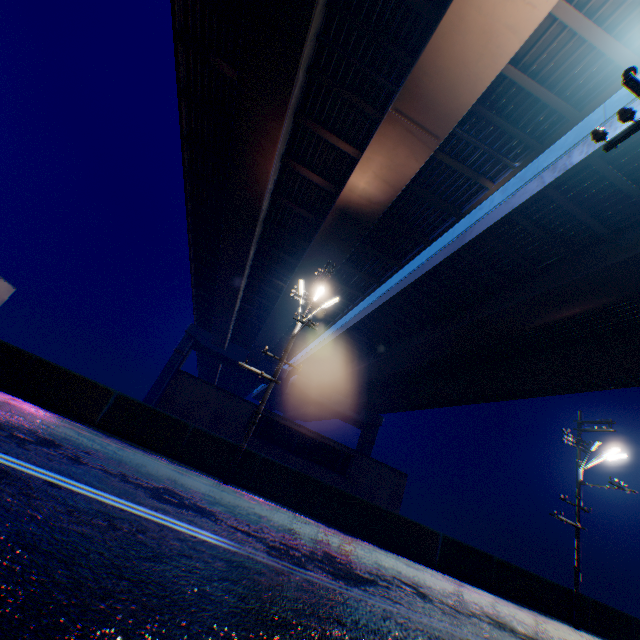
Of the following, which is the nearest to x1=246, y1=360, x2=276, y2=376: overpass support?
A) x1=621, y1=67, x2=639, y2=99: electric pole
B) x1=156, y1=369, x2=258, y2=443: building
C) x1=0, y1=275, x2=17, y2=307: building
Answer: x1=0, y1=275, x2=17, y2=307: building

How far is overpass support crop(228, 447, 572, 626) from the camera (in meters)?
11.94

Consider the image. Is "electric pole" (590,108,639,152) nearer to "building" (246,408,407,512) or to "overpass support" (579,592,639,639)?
"overpass support" (579,592,639,639)

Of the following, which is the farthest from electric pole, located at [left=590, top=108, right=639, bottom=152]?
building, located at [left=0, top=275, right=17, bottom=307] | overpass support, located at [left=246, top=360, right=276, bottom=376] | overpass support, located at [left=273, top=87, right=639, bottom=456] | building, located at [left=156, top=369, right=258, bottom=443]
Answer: overpass support, located at [left=246, top=360, right=276, bottom=376]

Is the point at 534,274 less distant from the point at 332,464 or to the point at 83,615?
the point at 332,464

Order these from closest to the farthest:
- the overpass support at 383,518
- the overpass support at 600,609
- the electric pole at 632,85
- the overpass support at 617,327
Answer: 1. the electric pole at 632,85
2. the overpass support at 383,518
3. the overpass support at 617,327
4. the overpass support at 600,609

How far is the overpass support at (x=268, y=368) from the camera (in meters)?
47.93

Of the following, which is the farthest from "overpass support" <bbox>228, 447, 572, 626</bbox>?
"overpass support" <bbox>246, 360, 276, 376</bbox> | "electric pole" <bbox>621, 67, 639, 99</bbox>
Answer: "overpass support" <bbox>246, 360, 276, 376</bbox>
